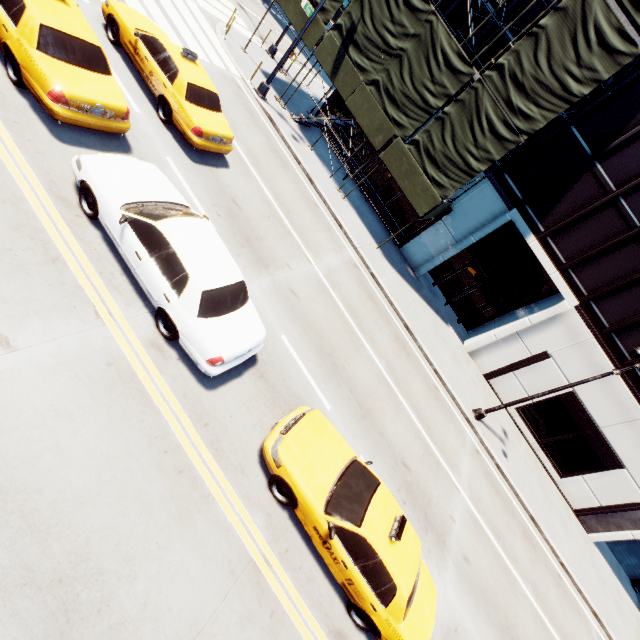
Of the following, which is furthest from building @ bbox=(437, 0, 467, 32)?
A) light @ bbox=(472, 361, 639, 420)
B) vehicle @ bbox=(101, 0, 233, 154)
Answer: vehicle @ bbox=(101, 0, 233, 154)

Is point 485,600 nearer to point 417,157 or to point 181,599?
point 181,599

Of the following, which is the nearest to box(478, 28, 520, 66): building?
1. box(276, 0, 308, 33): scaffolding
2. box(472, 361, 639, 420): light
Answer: box(276, 0, 308, 33): scaffolding

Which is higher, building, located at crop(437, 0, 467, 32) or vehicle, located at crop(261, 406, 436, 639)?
building, located at crop(437, 0, 467, 32)

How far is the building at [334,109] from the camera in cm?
1972

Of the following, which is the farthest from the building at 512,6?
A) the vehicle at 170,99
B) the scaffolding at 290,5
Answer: the vehicle at 170,99

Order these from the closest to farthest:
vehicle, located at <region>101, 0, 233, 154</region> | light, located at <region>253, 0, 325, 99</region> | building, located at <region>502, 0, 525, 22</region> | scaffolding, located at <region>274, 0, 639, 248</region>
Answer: vehicle, located at <region>101, 0, 233, 154</region>, scaffolding, located at <region>274, 0, 639, 248</region>, light, located at <region>253, 0, 325, 99</region>, building, located at <region>502, 0, 525, 22</region>

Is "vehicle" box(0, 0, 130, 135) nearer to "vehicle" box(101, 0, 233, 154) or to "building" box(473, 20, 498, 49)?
"vehicle" box(101, 0, 233, 154)
